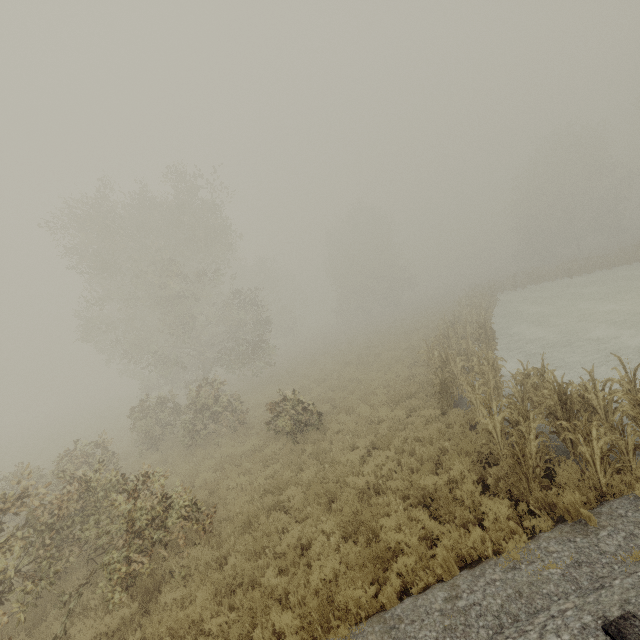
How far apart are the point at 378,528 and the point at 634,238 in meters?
63.2
